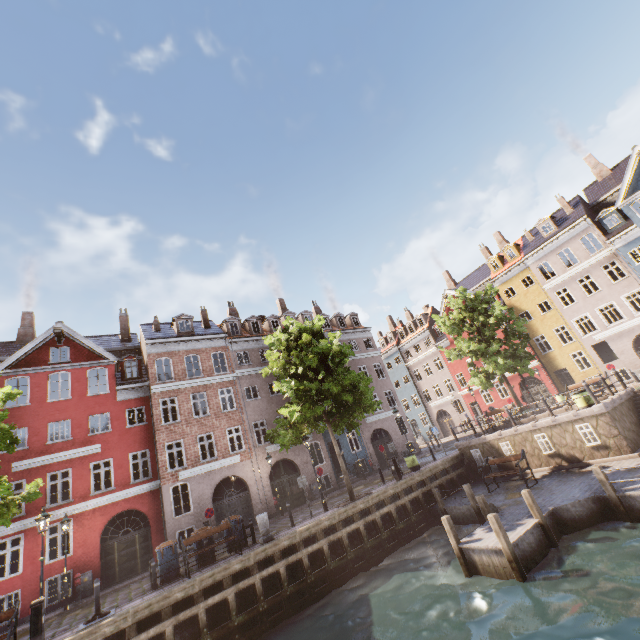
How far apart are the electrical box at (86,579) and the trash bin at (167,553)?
6.60m

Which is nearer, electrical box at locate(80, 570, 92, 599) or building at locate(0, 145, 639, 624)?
electrical box at locate(80, 570, 92, 599)

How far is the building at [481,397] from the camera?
34.8m

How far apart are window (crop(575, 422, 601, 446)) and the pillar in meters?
14.4 m

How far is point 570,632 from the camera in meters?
6.6

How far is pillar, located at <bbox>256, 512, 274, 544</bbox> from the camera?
13.56m

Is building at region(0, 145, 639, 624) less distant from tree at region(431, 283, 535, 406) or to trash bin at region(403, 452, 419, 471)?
tree at region(431, 283, 535, 406)

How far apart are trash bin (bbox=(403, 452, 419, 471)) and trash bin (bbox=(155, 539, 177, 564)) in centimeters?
1281cm
